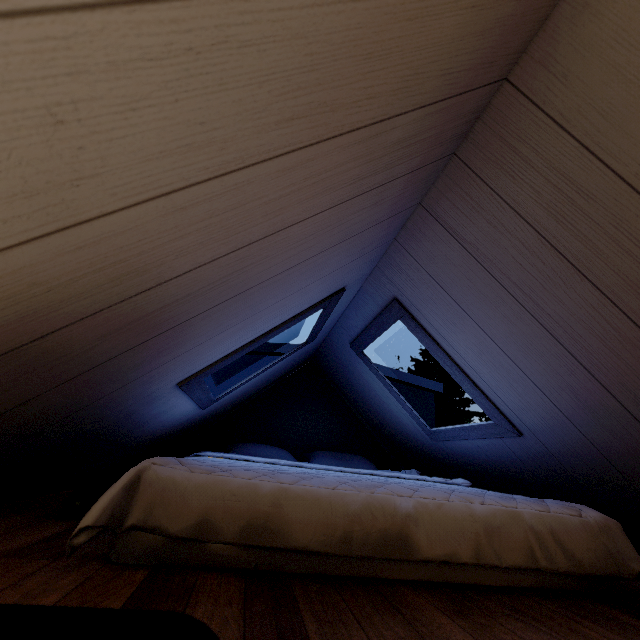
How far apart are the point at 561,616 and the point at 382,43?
1.33m
